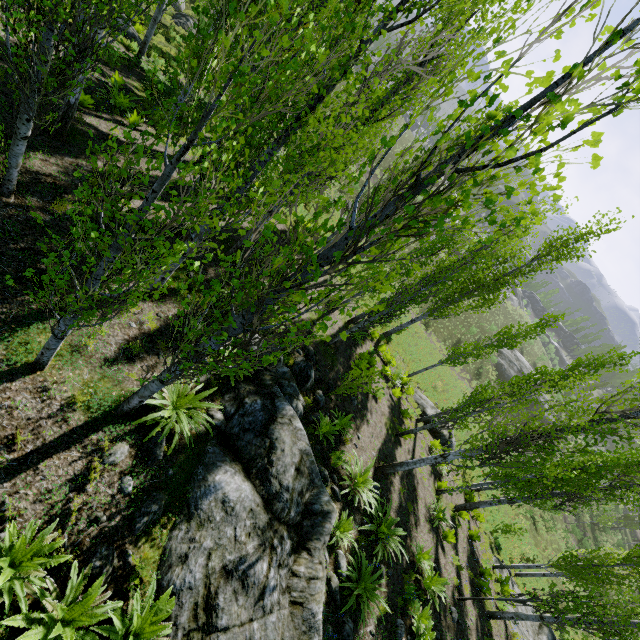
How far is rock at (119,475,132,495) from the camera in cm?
524

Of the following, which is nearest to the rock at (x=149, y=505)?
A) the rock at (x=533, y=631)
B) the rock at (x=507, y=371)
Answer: the rock at (x=533, y=631)

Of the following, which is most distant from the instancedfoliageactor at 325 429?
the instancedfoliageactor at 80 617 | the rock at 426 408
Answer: the instancedfoliageactor at 80 617

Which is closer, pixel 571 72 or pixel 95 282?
pixel 571 72

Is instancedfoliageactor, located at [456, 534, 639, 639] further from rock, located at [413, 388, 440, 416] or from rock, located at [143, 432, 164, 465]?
rock, located at [413, 388, 440, 416]

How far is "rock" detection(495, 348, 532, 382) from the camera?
42.1 meters
